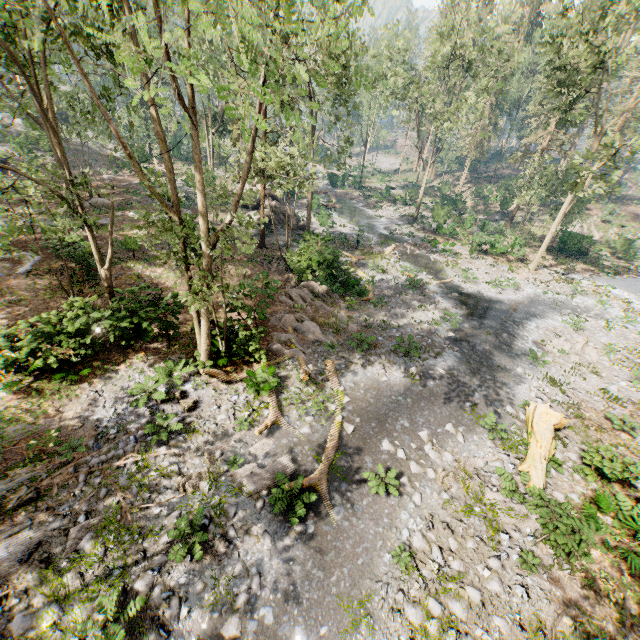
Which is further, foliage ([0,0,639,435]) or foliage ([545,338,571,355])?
foliage ([545,338,571,355])

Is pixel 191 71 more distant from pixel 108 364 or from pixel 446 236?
pixel 446 236

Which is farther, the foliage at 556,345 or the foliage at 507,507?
the foliage at 556,345

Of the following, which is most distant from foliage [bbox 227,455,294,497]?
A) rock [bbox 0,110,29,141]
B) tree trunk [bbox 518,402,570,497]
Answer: tree trunk [bbox 518,402,570,497]

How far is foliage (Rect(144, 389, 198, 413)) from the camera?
12.1 meters

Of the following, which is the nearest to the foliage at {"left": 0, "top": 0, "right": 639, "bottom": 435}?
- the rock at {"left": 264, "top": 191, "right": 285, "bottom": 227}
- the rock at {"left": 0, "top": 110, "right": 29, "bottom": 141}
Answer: the rock at {"left": 0, "top": 110, "right": 29, "bottom": 141}

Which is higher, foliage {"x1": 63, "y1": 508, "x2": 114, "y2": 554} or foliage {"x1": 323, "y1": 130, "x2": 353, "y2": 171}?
foliage {"x1": 323, "y1": 130, "x2": 353, "y2": 171}

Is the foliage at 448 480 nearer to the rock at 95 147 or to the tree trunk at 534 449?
the rock at 95 147
